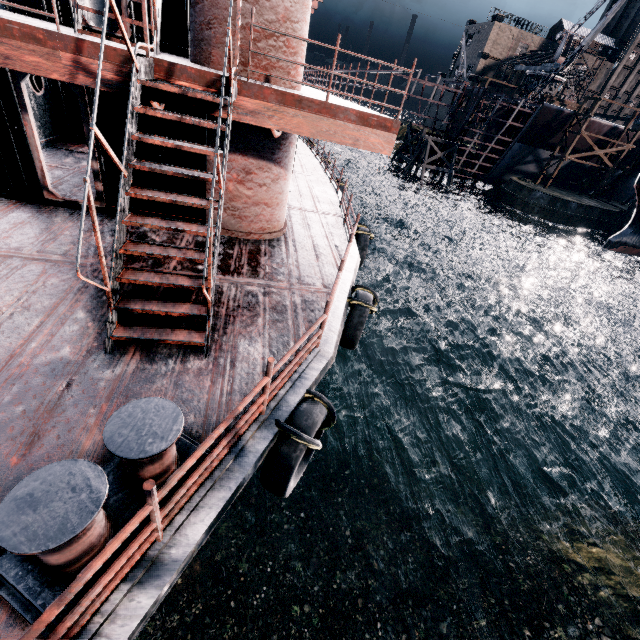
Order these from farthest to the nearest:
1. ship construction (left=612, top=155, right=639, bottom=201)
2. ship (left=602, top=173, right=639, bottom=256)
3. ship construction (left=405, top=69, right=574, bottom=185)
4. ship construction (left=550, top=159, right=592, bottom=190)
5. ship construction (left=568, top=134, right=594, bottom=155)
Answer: ship construction (left=612, top=155, right=639, bottom=201), ship construction (left=550, top=159, right=592, bottom=190), ship construction (left=568, top=134, right=594, bottom=155), ship construction (left=405, top=69, right=574, bottom=185), ship (left=602, top=173, right=639, bottom=256)

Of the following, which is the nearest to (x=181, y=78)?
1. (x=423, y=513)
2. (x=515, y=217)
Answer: (x=423, y=513)

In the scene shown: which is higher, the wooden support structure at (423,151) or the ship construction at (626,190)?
the ship construction at (626,190)

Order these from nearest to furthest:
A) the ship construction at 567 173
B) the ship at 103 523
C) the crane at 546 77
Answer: the ship at 103 523 < the crane at 546 77 < the ship construction at 567 173

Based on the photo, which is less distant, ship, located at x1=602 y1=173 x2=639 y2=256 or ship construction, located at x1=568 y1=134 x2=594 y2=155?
ship, located at x1=602 y1=173 x2=639 y2=256

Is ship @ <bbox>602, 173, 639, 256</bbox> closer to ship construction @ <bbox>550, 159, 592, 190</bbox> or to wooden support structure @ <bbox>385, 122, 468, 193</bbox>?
ship construction @ <bbox>550, 159, 592, 190</bbox>

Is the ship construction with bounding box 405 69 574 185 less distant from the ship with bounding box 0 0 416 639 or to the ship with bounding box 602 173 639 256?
the ship with bounding box 602 173 639 256

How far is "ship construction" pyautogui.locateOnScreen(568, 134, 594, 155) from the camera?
45.7 meters
